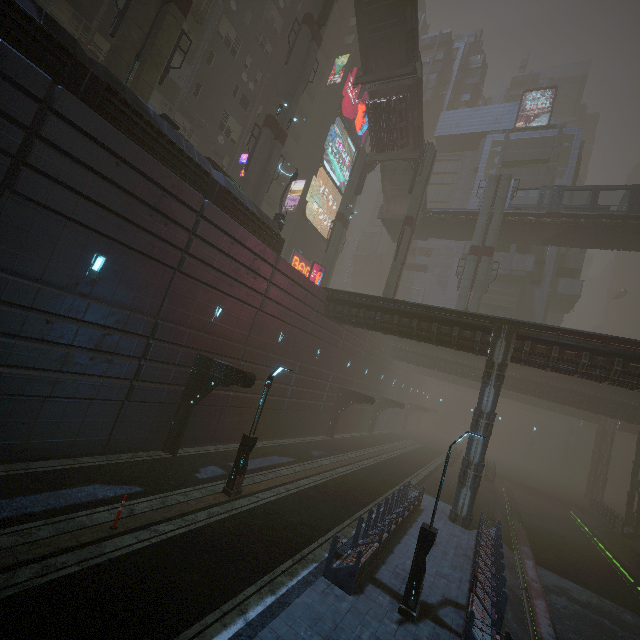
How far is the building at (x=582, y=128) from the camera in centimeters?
4412cm

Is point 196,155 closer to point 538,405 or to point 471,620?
point 471,620

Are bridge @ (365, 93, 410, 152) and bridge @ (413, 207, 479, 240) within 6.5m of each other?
no

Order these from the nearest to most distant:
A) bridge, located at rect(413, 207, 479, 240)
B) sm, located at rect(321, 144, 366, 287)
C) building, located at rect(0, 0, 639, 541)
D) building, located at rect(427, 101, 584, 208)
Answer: building, located at rect(0, 0, 639, 541), sm, located at rect(321, 144, 366, 287), bridge, located at rect(413, 207, 479, 240), building, located at rect(427, 101, 584, 208)

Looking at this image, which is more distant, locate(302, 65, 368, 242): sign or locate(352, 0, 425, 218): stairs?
locate(302, 65, 368, 242): sign

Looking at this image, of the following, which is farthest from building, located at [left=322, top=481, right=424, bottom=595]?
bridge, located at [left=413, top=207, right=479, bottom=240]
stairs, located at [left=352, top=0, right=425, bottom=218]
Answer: stairs, located at [left=352, top=0, right=425, bottom=218]

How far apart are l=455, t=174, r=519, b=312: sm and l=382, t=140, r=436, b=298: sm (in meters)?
5.38

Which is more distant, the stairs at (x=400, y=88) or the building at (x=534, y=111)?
the building at (x=534, y=111)
